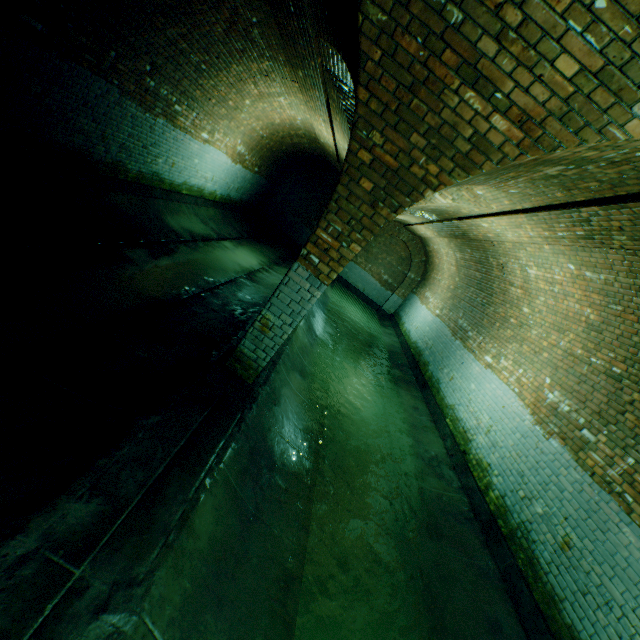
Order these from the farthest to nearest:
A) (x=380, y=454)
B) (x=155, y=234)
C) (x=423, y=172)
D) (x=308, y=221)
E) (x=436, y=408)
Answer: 1. (x=308, y=221)
2. (x=436, y=408)
3. (x=155, y=234)
4. (x=380, y=454)
5. (x=423, y=172)
